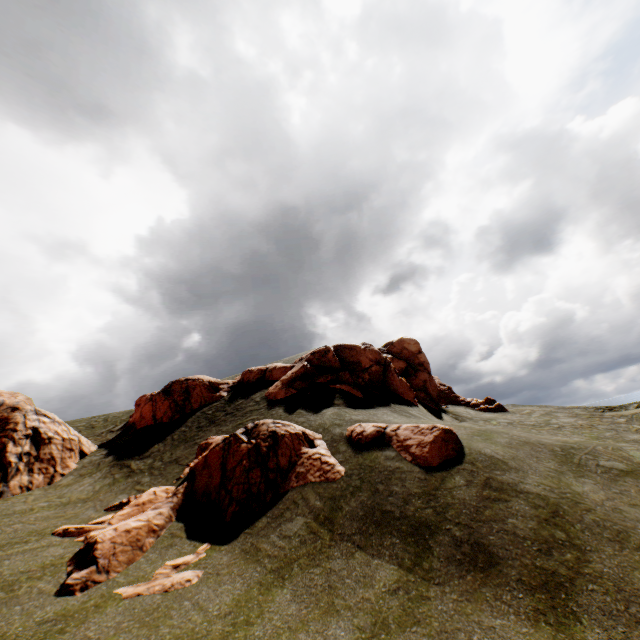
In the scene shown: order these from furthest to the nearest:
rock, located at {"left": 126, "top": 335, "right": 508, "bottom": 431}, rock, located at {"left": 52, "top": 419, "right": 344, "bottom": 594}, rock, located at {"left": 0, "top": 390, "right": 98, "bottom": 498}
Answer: rock, located at {"left": 126, "top": 335, "right": 508, "bottom": 431} < rock, located at {"left": 0, "top": 390, "right": 98, "bottom": 498} < rock, located at {"left": 52, "top": 419, "right": 344, "bottom": 594}

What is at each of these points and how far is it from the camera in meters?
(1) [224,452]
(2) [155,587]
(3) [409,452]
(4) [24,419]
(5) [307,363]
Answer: (1) rock, 14.9 m
(2) rock, 9.0 m
(3) rock, 13.4 m
(4) rock, 18.7 m
(5) rock, 24.3 m

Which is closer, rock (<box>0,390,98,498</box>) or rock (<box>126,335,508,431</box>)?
rock (<box>0,390,98,498</box>)

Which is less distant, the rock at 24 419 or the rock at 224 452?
the rock at 224 452

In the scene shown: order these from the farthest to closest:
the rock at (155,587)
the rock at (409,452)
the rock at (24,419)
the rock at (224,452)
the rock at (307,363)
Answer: the rock at (307,363) → the rock at (24,419) → the rock at (409,452) → the rock at (224,452) → the rock at (155,587)

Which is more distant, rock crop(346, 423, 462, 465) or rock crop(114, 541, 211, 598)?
rock crop(346, 423, 462, 465)

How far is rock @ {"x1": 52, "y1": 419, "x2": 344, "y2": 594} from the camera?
10.1 meters
